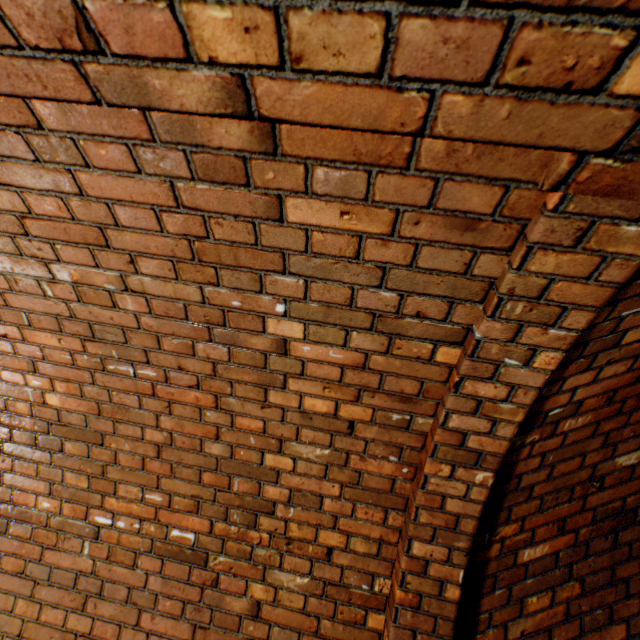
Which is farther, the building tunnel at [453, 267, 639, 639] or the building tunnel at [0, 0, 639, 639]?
the building tunnel at [453, 267, 639, 639]

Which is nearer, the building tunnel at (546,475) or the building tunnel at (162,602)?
the building tunnel at (162,602)

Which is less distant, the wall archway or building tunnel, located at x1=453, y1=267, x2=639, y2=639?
the wall archway

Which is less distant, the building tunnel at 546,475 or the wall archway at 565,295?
the wall archway at 565,295

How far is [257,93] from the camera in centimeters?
56cm
